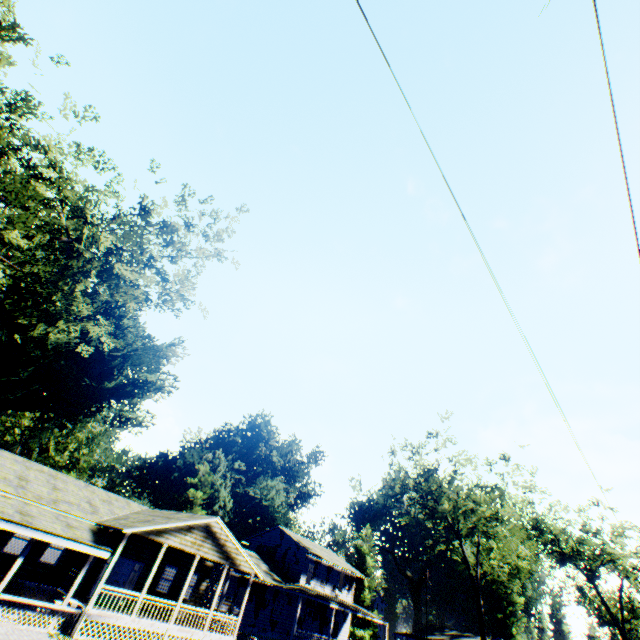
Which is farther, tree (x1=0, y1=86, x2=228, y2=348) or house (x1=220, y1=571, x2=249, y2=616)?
house (x1=220, y1=571, x2=249, y2=616)

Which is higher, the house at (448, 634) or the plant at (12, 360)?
the plant at (12, 360)

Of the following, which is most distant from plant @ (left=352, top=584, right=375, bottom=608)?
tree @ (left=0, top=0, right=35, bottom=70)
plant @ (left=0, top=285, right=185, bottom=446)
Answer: tree @ (left=0, top=0, right=35, bottom=70)

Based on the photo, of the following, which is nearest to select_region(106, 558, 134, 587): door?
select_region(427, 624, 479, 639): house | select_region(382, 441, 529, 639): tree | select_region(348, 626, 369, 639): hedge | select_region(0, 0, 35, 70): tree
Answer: select_region(0, 0, 35, 70): tree

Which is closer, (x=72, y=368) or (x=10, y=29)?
(x=10, y=29)

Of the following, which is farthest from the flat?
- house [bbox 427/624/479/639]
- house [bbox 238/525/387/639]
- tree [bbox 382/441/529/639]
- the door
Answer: house [bbox 427/624/479/639]

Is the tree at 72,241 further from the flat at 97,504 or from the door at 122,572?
the door at 122,572

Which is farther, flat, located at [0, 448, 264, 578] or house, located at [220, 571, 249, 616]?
house, located at [220, 571, 249, 616]
